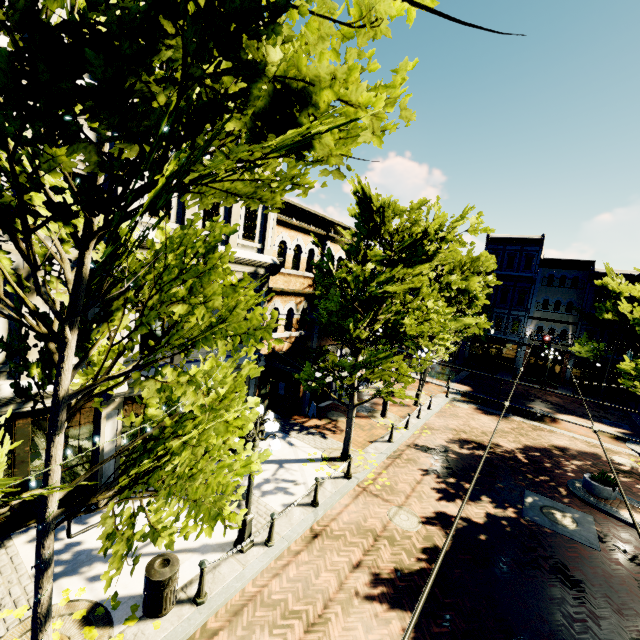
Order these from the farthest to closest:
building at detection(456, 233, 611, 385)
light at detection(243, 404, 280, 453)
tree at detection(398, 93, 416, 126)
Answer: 1. building at detection(456, 233, 611, 385)
2. light at detection(243, 404, 280, 453)
3. tree at detection(398, 93, 416, 126)

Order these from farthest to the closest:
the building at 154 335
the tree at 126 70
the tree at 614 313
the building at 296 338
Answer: the tree at 614 313 → the building at 296 338 → the building at 154 335 → the tree at 126 70

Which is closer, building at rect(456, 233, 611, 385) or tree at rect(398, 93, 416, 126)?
tree at rect(398, 93, 416, 126)

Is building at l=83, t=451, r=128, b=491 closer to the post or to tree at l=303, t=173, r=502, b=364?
tree at l=303, t=173, r=502, b=364

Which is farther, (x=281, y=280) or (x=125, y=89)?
(x=281, y=280)

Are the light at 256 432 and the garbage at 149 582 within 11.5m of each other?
yes

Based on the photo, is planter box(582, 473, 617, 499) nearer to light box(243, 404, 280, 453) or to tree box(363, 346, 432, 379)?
tree box(363, 346, 432, 379)

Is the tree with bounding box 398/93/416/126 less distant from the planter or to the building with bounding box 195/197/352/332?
the building with bounding box 195/197/352/332
